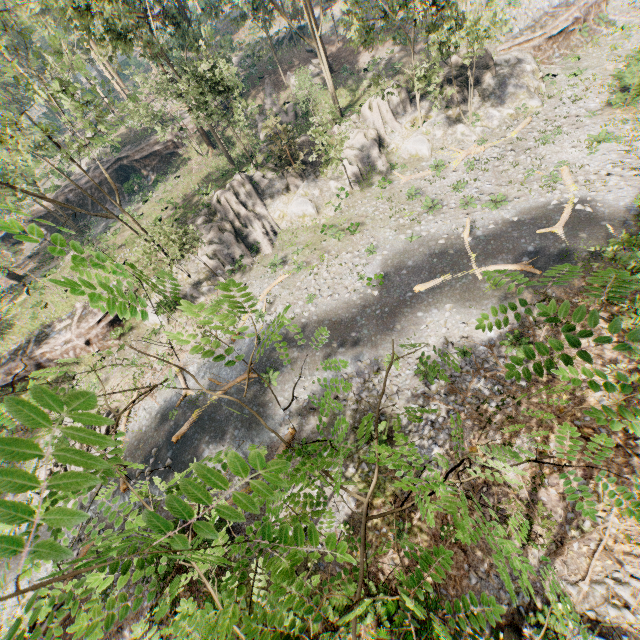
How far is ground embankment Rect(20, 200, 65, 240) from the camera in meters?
40.3 m

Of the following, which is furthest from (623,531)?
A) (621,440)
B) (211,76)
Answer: (211,76)

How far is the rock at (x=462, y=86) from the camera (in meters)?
27.11

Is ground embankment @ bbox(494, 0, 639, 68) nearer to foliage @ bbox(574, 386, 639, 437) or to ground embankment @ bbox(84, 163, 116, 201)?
foliage @ bbox(574, 386, 639, 437)

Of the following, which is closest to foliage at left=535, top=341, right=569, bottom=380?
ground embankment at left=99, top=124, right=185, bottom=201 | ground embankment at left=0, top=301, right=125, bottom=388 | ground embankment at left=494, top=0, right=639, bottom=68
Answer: ground embankment at left=0, top=301, right=125, bottom=388

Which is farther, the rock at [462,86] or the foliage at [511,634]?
the rock at [462,86]

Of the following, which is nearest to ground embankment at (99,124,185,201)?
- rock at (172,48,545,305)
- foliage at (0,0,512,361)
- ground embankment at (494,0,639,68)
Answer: foliage at (0,0,512,361)
